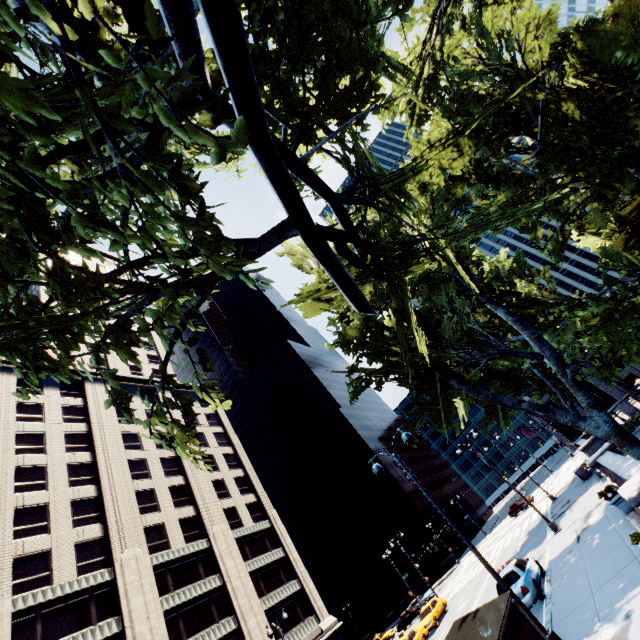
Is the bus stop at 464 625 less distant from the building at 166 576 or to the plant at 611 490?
the plant at 611 490

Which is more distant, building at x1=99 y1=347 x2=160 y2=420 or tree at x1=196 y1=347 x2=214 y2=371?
building at x1=99 y1=347 x2=160 y2=420

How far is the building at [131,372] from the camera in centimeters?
4572cm

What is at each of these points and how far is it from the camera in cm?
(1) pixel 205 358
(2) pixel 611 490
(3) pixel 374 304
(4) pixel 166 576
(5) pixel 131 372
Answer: (1) tree, 488
(2) plant, 1349
(3) tree, 2108
(4) building, 3062
(5) building, 5347

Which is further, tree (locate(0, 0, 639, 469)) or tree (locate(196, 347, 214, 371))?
tree (locate(196, 347, 214, 371))

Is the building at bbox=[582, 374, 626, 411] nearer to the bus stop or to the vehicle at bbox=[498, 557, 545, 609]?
the vehicle at bbox=[498, 557, 545, 609]

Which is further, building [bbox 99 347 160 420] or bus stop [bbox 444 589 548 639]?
building [bbox 99 347 160 420]

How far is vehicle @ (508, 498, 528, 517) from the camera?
44.34m
